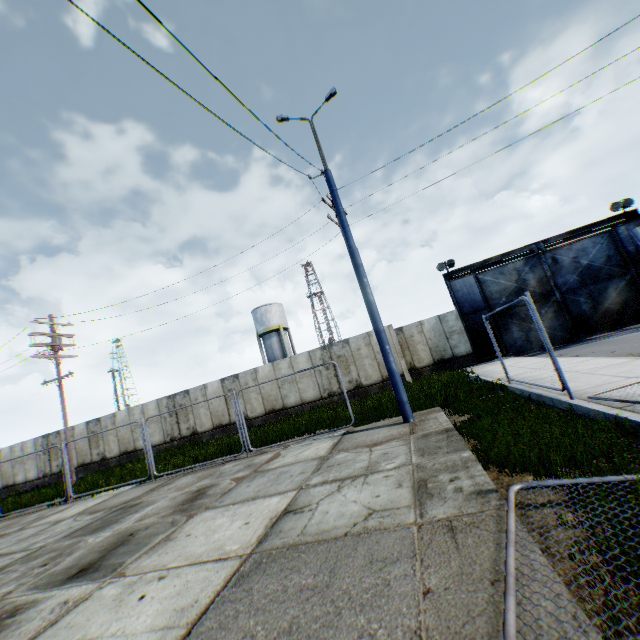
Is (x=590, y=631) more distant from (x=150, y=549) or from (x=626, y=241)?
(x=626, y=241)

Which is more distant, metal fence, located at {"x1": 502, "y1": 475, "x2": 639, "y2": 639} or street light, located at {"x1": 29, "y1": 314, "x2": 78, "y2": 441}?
street light, located at {"x1": 29, "y1": 314, "x2": 78, "y2": 441}

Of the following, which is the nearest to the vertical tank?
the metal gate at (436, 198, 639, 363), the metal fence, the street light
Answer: the street light

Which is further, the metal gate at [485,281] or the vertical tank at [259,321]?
the vertical tank at [259,321]

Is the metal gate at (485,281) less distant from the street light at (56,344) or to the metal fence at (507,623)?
the metal fence at (507,623)

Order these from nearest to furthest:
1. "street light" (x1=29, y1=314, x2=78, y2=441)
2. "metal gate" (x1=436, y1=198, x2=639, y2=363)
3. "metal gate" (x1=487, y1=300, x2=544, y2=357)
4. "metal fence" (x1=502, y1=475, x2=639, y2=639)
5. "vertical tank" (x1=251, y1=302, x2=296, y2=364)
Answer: "metal fence" (x1=502, y1=475, x2=639, y2=639) → "street light" (x1=29, y1=314, x2=78, y2=441) → "metal gate" (x1=436, y1=198, x2=639, y2=363) → "metal gate" (x1=487, y1=300, x2=544, y2=357) → "vertical tank" (x1=251, y1=302, x2=296, y2=364)

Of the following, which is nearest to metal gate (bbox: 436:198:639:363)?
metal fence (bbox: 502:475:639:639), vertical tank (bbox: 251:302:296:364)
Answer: metal fence (bbox: 502:475:639:639)

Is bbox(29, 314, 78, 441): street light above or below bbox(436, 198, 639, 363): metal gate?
above
